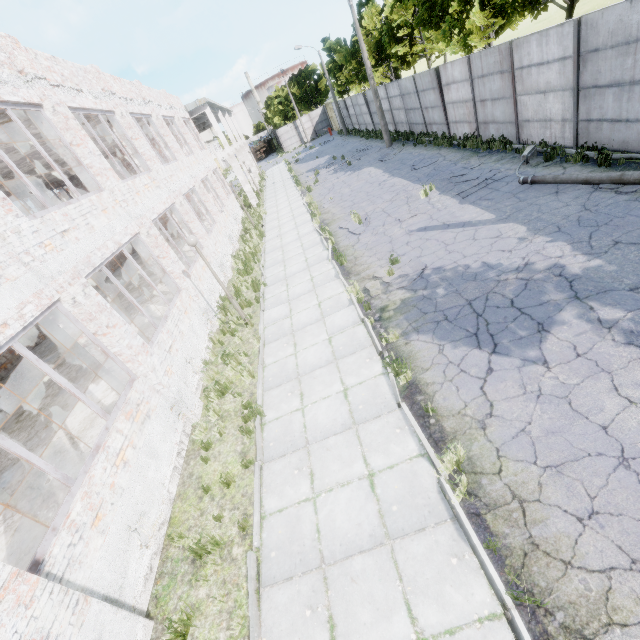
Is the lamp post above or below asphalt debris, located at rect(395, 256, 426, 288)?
above

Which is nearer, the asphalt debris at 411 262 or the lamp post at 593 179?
the lamp post at 593 179

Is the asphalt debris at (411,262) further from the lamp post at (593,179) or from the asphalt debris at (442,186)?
the lamp post at (593,179)

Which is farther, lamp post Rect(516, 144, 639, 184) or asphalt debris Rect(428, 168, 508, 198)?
asphalt debris Rect(428, 168, 508, 198)

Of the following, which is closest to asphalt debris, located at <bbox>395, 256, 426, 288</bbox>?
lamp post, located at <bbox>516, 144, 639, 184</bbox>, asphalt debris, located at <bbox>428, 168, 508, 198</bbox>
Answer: asphalt debris, located at <bbox>428, 168, 508, 198</bbox>

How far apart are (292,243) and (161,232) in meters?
16.6 m

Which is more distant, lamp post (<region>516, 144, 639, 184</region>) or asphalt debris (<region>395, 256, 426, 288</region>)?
asphalt debris (<region>395, 256, 426, 288</region>)

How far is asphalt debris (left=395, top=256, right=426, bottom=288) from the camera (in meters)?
9.02
